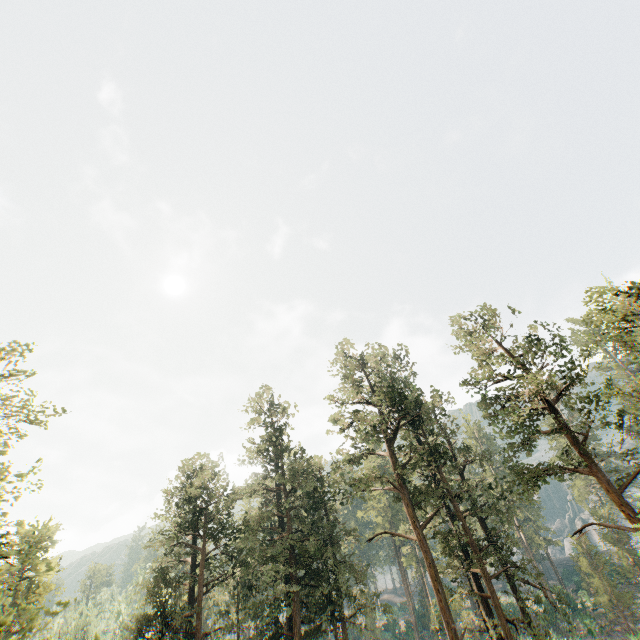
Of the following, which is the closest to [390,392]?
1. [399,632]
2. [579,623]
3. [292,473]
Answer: [292,473]
